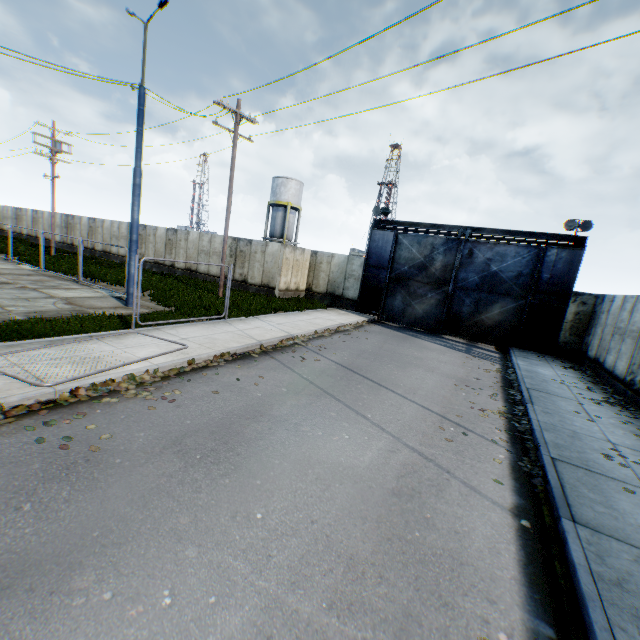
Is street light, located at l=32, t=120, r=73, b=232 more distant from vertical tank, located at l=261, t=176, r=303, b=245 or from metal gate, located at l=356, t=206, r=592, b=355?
metal gate, located at l=356, t=206, r=592, b=355

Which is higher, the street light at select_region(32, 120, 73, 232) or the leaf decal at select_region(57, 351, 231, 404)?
the street light at select_region(32, 120, 73, 232)

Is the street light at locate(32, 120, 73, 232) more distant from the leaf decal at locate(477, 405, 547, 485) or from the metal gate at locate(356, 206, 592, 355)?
the leaf decal at locate(477, 405, 547, 485)

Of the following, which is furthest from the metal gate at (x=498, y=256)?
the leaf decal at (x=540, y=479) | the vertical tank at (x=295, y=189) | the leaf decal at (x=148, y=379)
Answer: the vertical tank at (x=295, y=189)

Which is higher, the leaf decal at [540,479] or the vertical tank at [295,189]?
the vertical tank at [295,189]

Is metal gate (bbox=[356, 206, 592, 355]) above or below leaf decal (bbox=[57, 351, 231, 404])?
above

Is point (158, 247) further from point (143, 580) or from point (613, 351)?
point (613, 351)

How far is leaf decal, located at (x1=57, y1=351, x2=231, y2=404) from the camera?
5.7m
